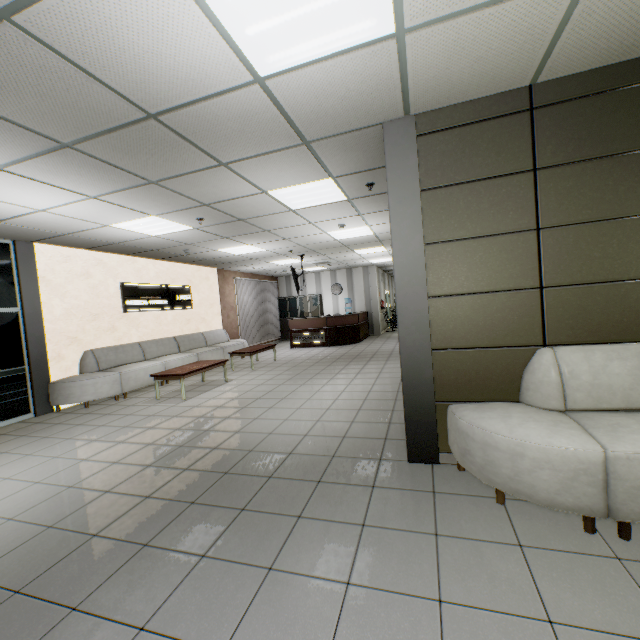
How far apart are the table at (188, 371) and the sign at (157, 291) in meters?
2.1

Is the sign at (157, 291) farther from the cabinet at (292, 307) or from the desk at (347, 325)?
the cabinet at (292, 307)

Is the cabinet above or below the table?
above

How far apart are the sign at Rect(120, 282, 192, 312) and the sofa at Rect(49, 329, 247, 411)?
0.8 meters

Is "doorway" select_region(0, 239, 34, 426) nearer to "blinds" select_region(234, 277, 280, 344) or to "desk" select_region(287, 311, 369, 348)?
"blinds" select_region(234, 277, 280, 344)

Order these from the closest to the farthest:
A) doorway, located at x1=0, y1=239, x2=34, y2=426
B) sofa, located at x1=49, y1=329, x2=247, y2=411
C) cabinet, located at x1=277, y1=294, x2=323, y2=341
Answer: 1. doorway, located at x1=0, y1=239, x2=34, y2=426
2. sofa, located at x1=49, y1=329, x2=247, y2=411
3. cabinet, located at x1=277, y1=294, x2=323, y2=341

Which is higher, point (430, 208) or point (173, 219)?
point (173, 219)

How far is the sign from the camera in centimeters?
797cm
